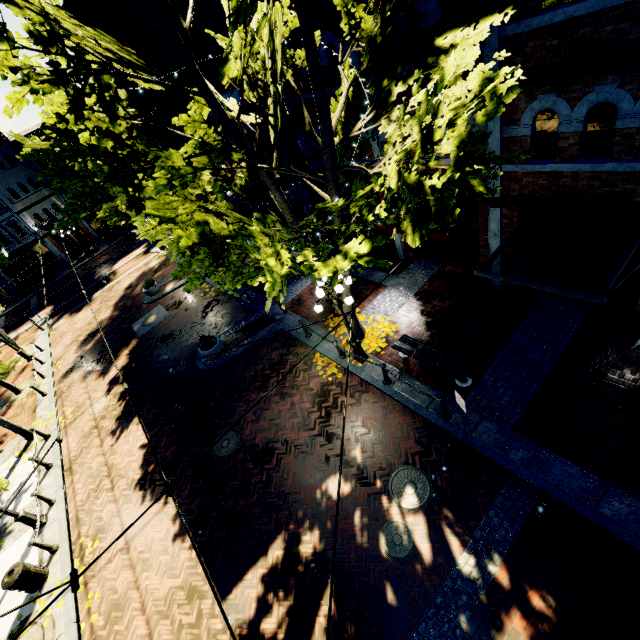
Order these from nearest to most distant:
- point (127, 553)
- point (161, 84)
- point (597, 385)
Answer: point (161, 84)
point (597, 385)
point (127, 553)

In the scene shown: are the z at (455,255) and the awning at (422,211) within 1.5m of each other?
no

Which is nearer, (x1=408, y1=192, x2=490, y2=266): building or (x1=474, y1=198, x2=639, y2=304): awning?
(x1=474, y1=198, x2=639, y2=304): awning

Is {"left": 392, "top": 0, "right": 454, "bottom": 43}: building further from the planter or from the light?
the planter

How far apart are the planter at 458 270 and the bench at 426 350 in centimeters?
317cm

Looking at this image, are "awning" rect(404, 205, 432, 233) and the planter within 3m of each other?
yes

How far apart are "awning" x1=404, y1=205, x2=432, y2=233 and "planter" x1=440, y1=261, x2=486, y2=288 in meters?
2.2

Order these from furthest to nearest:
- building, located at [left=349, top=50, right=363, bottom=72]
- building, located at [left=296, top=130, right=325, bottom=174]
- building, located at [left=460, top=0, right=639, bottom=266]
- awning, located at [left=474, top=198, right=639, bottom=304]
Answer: building, located at [left=296, top=130, right=325, bottom=174]
building, located at [left=349, top=50, right=363, bottom=72]
awning, located at [left=474, top=198, right=639, bottom=304]
building, located at [left=460, top=0, right=639, bottom=266]
